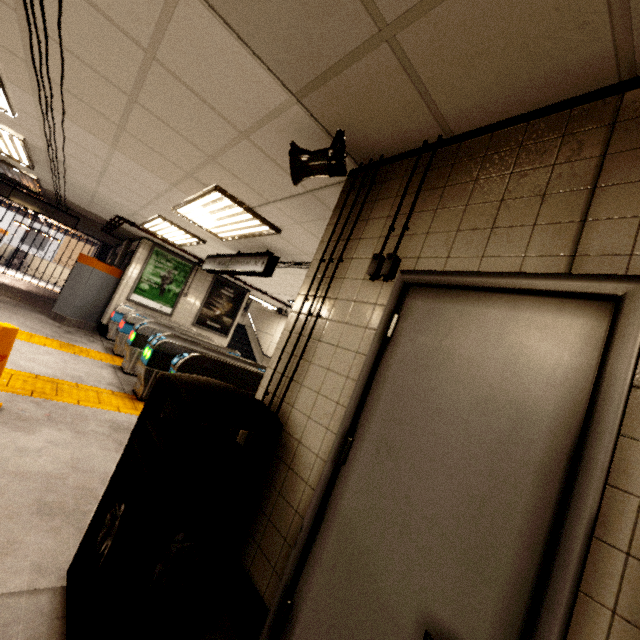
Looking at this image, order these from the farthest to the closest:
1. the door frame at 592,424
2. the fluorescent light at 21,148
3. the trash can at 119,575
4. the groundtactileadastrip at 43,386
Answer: the fluorescent light at 21,148 < the groundtactileadastrip at 43,386 < the trash can at 119,575 < the door frame at 592,424

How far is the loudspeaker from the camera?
2.1m

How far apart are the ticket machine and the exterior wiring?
9.1 meters

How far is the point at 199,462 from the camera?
1.5 meters

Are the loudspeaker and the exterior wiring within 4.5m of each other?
yes

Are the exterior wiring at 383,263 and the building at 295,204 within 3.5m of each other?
yes

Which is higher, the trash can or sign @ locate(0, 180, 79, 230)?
sign @ locate(0, 180, 79, 230)

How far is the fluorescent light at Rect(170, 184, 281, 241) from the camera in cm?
398
